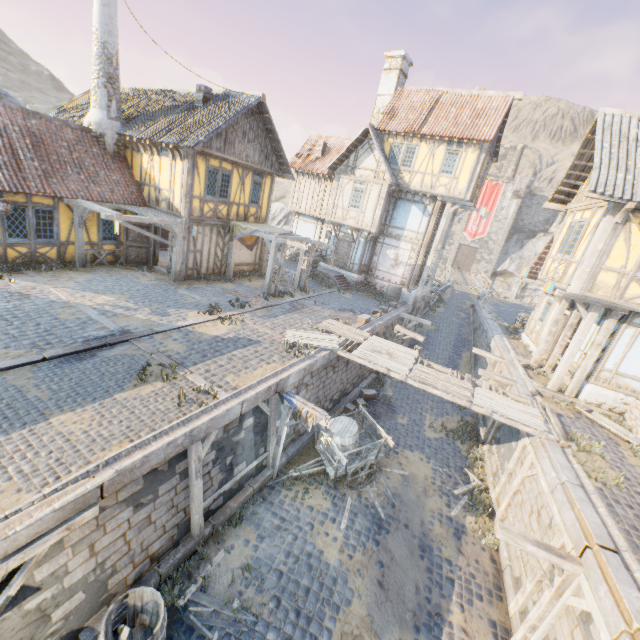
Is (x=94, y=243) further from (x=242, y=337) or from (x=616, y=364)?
(x=616, y=364)

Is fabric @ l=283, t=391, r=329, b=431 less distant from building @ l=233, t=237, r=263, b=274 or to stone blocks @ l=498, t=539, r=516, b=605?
stone blocks @ l=498, t=539, r=516, b=605

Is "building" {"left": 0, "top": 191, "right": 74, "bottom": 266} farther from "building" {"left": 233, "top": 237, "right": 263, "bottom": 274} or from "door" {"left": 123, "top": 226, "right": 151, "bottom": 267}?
"door" {"left": 123, "top": 226, "right": 151, "bottom": 267}

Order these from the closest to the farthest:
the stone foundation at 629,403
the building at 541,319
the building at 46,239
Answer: the stone foundation at 629,403 → the building at 46,239 → the building at 541,319

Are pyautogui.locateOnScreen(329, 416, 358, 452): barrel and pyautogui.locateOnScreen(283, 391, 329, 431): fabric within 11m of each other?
yes

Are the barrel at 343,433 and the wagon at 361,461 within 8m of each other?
yes

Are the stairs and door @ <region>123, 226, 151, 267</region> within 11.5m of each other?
yes

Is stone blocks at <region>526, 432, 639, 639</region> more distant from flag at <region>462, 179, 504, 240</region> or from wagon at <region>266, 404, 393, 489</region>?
flag at <region>462, 179, 504, 240</region>
